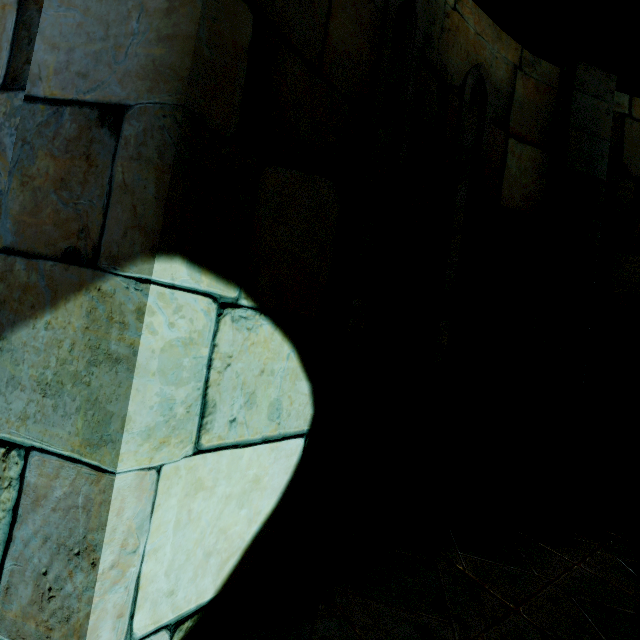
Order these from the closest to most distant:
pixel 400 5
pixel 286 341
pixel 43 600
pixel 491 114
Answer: pixel 43 600
pixel 286 341
pixel 400 5
pixel 491 114
